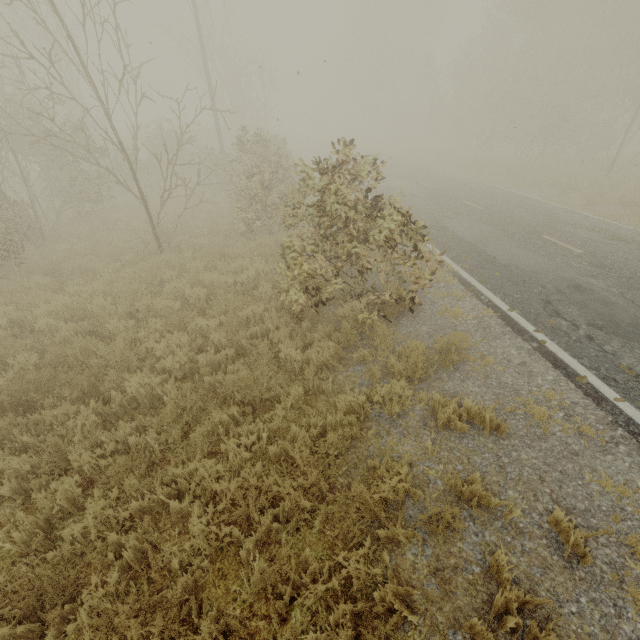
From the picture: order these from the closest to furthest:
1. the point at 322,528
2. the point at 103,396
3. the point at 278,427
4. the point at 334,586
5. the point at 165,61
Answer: the point at 334,586, the point at 322,528, the point at 278,427, the point at 103,396, the point at 165,61
